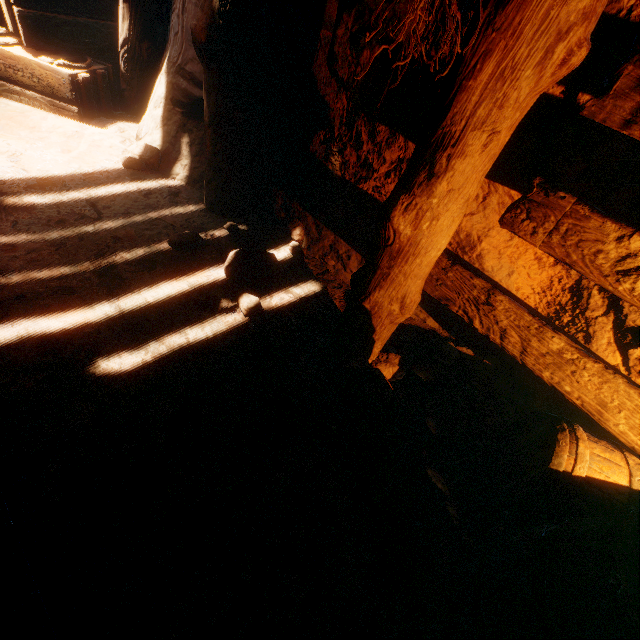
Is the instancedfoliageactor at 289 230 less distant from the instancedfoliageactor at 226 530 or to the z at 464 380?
the z at 464 380

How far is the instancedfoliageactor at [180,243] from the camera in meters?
2.5 m

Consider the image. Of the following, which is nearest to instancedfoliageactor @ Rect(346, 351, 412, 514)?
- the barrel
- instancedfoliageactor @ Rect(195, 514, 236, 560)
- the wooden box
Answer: the barrel

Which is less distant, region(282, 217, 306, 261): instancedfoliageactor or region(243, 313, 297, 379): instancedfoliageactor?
region(243, 313, 297, 379): instancedfoliageactor

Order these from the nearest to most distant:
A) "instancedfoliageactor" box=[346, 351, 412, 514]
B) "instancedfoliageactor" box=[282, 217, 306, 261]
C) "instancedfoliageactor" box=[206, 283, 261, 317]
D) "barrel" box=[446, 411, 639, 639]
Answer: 1. "barrel" box=[446, 411, 639, 639]
2. "instancedfoliageactor" box=[346, 351, 412, 514]
3. "instancedfoliageactor" box=[206, 283, 261, 317]
4. "instancedfoliageactor" box=[282, 217, 306, 261]

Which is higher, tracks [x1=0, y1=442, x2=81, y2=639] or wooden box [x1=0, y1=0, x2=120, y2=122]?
wooden box [x1=0, y1=0, x2=120, y2=122]

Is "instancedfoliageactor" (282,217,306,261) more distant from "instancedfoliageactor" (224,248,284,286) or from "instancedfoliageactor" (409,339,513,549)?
"instancedfoliageactor" (409,339,513,549)

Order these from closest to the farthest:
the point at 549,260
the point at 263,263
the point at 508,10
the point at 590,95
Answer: the point at 508,10, the point at 590,95, the point at 549,260, the point at 263,263
